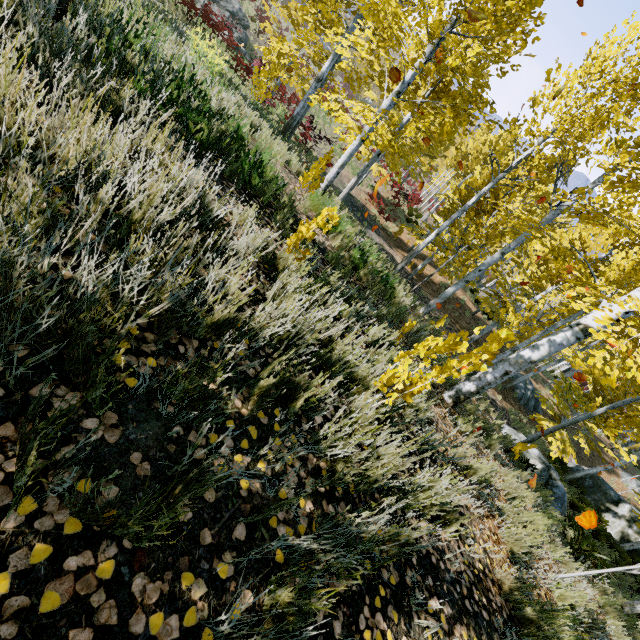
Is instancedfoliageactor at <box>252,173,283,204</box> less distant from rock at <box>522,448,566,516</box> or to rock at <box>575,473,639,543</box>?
rock at <box>522,448,566,516</box>

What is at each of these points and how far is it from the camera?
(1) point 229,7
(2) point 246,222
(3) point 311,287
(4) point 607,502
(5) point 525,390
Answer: (1) rock, 20.6 meters
(2) instancedfoliageactor, 3.3 meters
(3) instancedfoliageactor, 3.0 meters
(4) rock, 17.0 meters
(5) rock, 20.6 meters

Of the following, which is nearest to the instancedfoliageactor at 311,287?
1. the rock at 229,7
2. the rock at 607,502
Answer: Result: the rock at 607,502

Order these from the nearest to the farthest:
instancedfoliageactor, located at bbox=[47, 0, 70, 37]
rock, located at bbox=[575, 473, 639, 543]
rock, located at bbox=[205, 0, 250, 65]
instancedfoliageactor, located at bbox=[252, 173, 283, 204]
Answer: instancedfoliageactor, located at bbox=[47, 0, 70, 37], instancedfoliageactor, located at bbox=[252, 173, 283, 204], rock, located at bbox=[575, 473, 639, 543], rock, located at bbox=[205, 0, 250, 65]

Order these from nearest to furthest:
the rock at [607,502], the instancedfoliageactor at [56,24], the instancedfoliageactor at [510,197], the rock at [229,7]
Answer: the instancedfoliageactor at [56,24] → the instancedfoliageactor at [510,197] → the rock at [607,502] → the rock at [229,7]

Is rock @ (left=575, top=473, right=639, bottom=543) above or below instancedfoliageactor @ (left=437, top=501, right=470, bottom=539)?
below

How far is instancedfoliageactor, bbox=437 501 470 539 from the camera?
2.6m

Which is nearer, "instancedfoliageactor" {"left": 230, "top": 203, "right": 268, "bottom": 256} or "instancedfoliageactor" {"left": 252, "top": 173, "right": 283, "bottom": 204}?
"instancedfoliageactor" {"left": 230, "top": 203, "right": 268, "bottom": 256}
